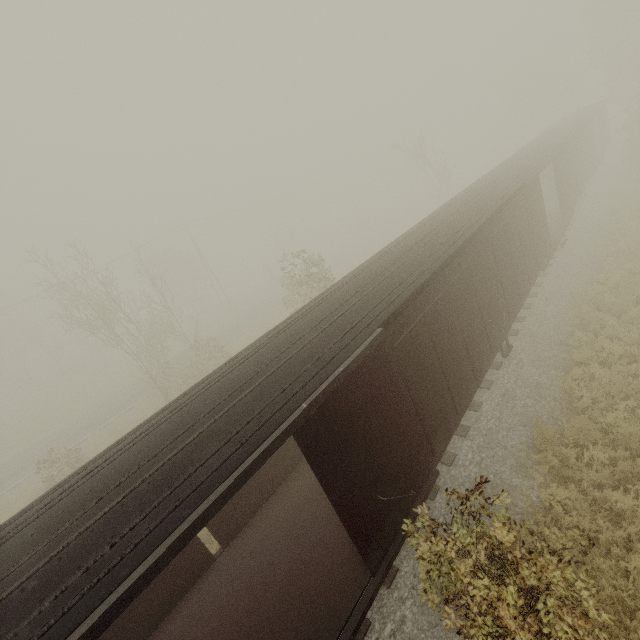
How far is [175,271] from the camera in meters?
48.0
